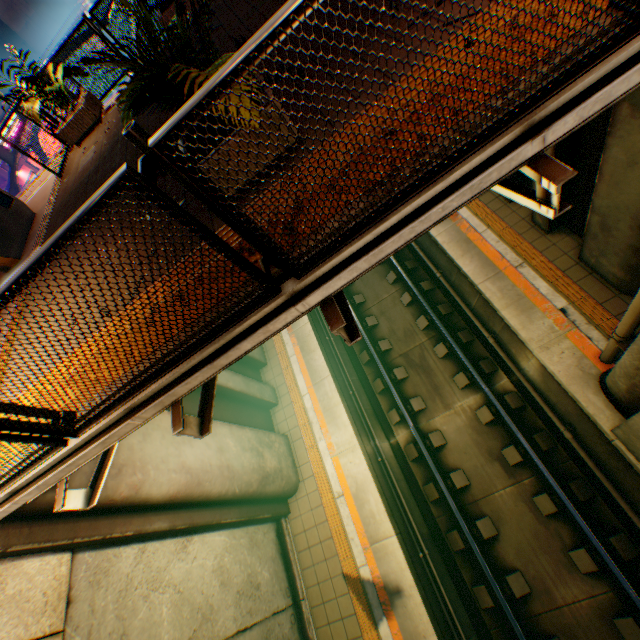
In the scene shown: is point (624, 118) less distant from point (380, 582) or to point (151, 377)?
point (151, 377)

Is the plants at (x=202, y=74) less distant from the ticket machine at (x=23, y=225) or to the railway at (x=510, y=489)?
the ticket machine at (x=23, y=225)

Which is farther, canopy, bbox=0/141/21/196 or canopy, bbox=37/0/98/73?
canopy, bbox=37/0/98/73

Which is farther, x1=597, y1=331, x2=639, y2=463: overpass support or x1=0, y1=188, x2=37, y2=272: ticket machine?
x1=0, y1=188, x2=37, y2=272: ticket machine

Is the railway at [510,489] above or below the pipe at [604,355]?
below

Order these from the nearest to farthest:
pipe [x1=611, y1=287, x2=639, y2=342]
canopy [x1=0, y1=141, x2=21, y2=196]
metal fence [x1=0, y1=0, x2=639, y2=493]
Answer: metal fence [x1=0, y1=0, x2=639, y2=493]
pipe [x1=611, y1=287, x2=639, y2=342]
canopy [x1=0, y1=141, x2=21, y2=196]

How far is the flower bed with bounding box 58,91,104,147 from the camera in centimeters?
759cm

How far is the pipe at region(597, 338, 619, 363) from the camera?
5.43m
